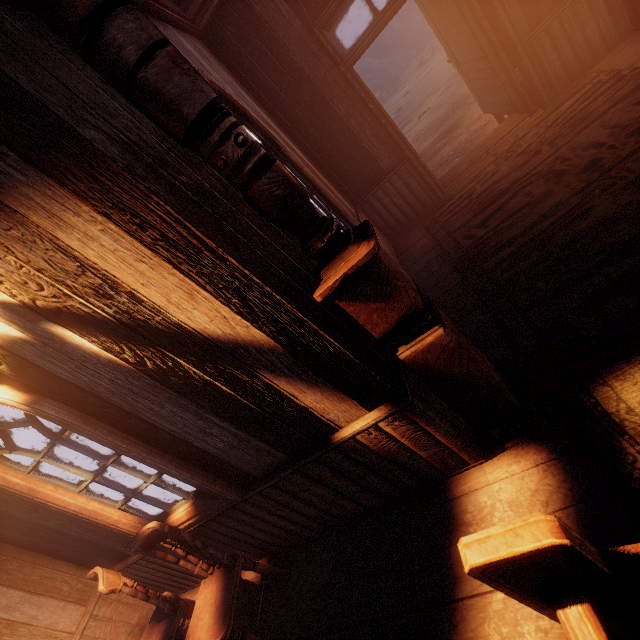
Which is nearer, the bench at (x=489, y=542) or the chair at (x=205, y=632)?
the bench at (x=489, y=542)

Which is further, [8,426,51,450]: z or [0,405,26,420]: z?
[0,405,26,420]: z

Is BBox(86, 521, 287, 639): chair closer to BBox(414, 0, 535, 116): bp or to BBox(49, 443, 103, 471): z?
BBox(49, 443, 103, 471): z

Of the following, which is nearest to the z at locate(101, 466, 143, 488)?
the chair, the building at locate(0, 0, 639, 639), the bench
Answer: the building at locate(0, 0, 639, 639)

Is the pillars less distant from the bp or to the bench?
the bench

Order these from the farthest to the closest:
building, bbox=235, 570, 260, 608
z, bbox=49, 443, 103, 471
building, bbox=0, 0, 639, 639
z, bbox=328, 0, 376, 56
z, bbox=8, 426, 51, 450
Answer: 1. z, bbox=328, 0, 376, 56
2. z, bbox=8, 426, 51, 450
3. z, bbox=49, 443, 103, 471
4. building, bbox=235, 570, 260, 608
5. building, bbox=0, 0, 639, 639

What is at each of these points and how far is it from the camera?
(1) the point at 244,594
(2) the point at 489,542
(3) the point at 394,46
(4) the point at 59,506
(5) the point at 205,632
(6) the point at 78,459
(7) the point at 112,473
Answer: (1) building, 3.0 meters
(2) bench, 0.7 meters
(3) z, 27.8 meters
(4) building, 2.5 meters
(5) chair, 2.3 meters
(6) z, 24.3 meters
(7) z, 15.0 meters

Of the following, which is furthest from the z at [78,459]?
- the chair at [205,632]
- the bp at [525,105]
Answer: the chair at [205,632]
